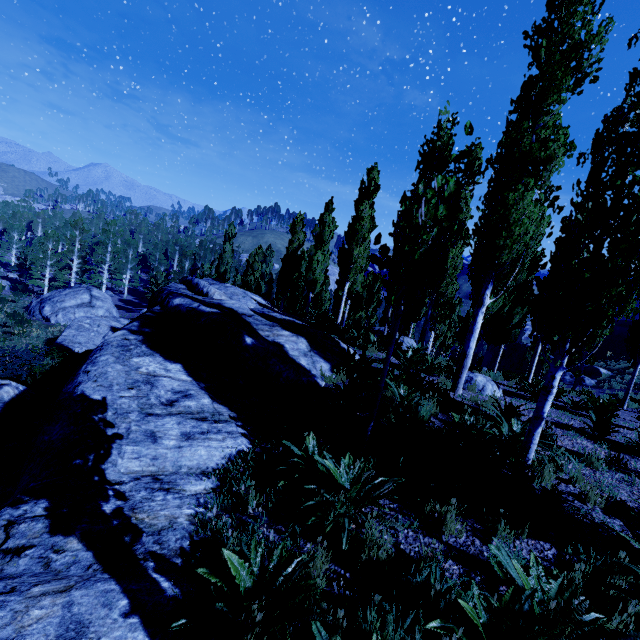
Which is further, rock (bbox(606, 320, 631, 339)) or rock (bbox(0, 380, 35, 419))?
rock (bbox(606, 320, 631, 339))

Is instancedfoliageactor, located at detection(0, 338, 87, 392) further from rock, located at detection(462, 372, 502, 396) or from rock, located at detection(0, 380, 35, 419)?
rock, located at detection(0, 380, 35, 419)

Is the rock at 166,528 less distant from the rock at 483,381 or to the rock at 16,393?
the rock at 483,381

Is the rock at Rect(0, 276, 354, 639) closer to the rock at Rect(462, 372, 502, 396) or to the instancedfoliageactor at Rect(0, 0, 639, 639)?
the instancedfoliageactor at Rect(0, 0, 639, 639)

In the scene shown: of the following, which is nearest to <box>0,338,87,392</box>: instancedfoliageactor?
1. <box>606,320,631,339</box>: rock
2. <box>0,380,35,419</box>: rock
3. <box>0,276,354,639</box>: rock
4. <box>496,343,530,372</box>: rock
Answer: <box>0,276,354,639</box>: rock

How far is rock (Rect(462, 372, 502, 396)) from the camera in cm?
966

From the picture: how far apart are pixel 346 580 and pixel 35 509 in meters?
2.9

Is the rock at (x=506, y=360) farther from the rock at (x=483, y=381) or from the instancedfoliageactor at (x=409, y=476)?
the rock at (x=483, y=381)
